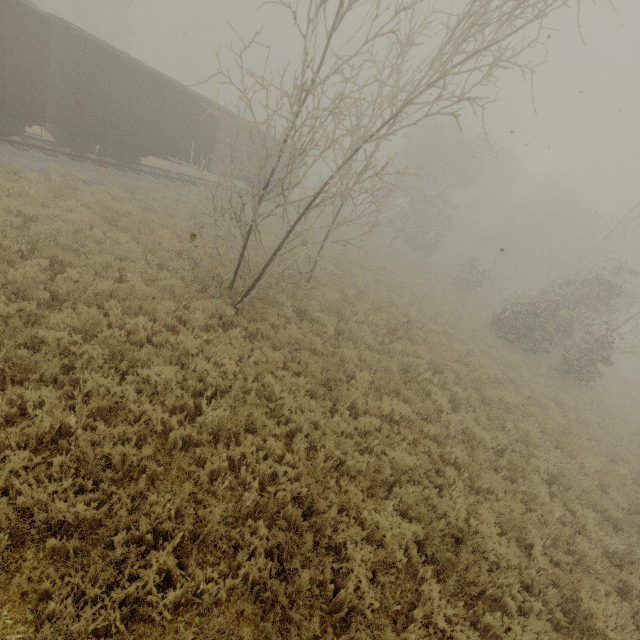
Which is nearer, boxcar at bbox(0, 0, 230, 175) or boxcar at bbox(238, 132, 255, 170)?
boxcar at bbox(0, 0, 230, 175)

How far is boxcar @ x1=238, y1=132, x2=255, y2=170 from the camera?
22.4m

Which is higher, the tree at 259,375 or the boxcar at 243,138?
the boxcar at 243,138

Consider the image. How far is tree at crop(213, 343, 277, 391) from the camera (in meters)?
6.92

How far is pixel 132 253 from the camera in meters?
9.5 m

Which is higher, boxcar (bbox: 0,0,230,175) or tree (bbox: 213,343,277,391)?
boxcar (bbox: 0,0,230,175)

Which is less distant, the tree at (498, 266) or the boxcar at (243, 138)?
the tree at (498, 266)
